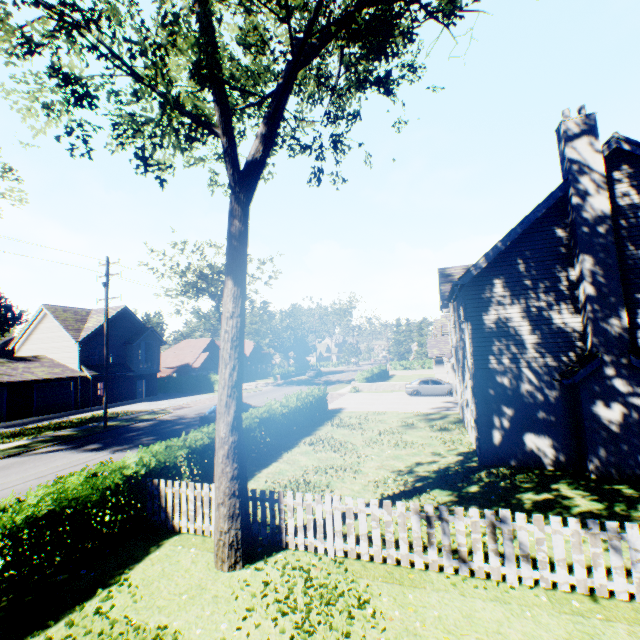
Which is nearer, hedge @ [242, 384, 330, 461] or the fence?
the fence

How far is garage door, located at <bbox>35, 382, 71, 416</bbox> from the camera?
29.5m

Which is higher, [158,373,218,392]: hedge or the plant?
the plant

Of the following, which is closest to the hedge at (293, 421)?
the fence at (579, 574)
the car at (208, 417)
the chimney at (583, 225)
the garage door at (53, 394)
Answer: the fence at (579, 574)

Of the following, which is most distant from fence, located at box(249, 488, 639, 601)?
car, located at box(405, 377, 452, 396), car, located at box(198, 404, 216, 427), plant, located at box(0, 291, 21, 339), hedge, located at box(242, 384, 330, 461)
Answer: plant, located at box(0, 291, 21, 339)

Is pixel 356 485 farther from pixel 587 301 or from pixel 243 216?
pixel 587 301

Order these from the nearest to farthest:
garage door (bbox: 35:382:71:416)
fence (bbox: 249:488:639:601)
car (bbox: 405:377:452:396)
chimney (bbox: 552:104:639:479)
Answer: fence (bbox: 249:488:639:601) → chimney (bbox: 552:104:639:479) → car (bbox: 405:377:452:396) → garage door (bbox: 35:382:71:416)

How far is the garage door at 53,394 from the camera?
29.5m
